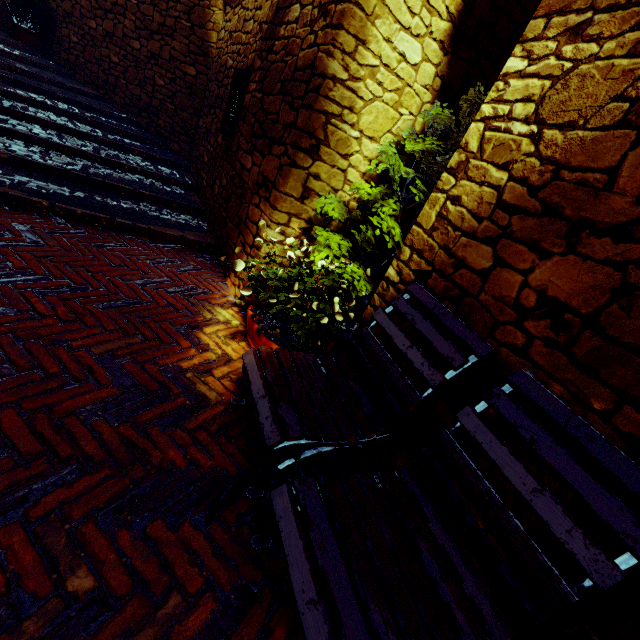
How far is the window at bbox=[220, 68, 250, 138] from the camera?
3.6 meters

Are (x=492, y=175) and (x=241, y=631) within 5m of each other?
yes

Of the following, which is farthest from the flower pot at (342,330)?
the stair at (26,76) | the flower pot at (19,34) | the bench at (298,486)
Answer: the flower pot at (19,34)

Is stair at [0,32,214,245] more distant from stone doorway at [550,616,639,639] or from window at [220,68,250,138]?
stone doorway at [550,616,639,639]

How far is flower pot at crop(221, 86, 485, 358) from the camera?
2.15m

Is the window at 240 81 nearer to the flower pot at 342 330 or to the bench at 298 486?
the flower pot at 342 330

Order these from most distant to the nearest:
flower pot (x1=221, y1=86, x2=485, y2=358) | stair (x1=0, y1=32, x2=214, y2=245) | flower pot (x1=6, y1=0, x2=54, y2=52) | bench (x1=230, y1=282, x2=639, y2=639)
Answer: flower pot (x1=6, y1=0, x2=54, y2=52)
stair (x1=0, y1=32, x2=214, y2=245)
flower pot (x1=221, y1=86, x2=485, y2=358)
bench (x1=230, y1=282, x2=639, y2=639)

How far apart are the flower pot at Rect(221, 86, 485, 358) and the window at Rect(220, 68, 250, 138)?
2.1 meters
